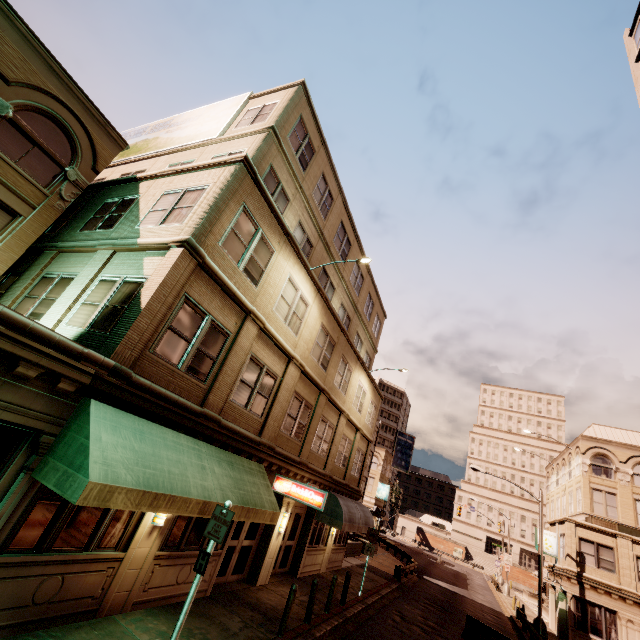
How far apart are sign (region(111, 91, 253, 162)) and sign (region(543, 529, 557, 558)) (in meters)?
38.50

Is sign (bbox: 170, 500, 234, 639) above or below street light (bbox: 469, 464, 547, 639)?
above

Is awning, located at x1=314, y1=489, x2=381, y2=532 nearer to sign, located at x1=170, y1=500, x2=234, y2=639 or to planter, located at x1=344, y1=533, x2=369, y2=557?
planter, located at x1=344, y1=533, x2=369, y2=557

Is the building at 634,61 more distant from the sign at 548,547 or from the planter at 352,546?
the planter at 352,546

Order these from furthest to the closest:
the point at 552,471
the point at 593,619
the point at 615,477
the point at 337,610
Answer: the point at 552,471, the point at 615,477, the point at 593,619, the point at 337,610

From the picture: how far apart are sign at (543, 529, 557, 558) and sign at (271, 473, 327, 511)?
28.0 meters

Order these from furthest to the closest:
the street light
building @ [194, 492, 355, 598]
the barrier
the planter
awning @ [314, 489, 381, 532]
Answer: the planter, the street light, awning @ [314, 489, 381, 532], the barrier, building @ [194, 492, 355, 598]

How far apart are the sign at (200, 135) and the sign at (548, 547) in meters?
38.5
